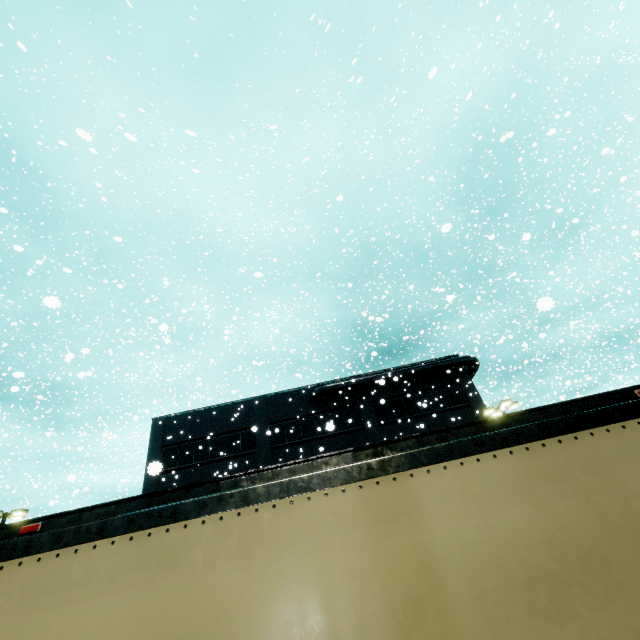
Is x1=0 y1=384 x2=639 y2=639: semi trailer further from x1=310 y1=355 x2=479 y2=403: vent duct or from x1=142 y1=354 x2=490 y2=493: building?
x1=310 y1=355 x2=479 y2=403: vent duct

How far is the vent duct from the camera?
24.1m

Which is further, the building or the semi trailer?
the building

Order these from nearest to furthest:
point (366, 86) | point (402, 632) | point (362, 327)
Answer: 1. point (402, 632)
2. point (366, 86)
3. point (362, 327)

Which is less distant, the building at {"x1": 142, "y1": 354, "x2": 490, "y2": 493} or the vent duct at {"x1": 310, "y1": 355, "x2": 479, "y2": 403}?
the building at {"x1": 142, "y1": 354, "x2": 490, "y2": 493}

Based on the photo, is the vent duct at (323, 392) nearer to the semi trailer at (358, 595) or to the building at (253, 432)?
the building at (253, 432)

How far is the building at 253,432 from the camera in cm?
2256

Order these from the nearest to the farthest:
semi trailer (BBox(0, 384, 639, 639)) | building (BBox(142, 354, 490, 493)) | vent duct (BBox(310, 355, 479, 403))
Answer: semi trailer (BBox(0, 384, 639, 639)) < building (BBox(142, 354, 490, 493)) < vent duct (BBox(310, 355, 479, 403))
